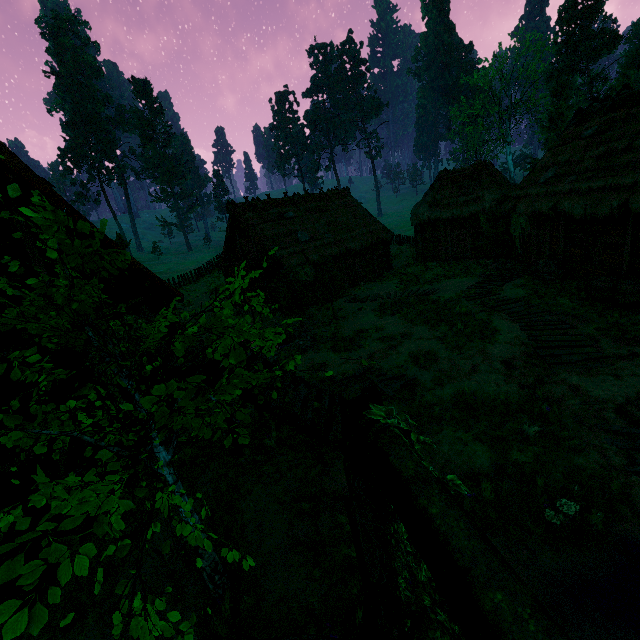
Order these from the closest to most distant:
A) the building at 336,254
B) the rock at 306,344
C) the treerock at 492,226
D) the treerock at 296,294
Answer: the rock at 306,344 → the treerock at 296,294 → the treerock at 492,226 → the building at 336,254

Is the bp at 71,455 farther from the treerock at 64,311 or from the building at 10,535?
the treerock at 64,311

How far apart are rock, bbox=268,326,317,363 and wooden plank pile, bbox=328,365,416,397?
3.7 meters

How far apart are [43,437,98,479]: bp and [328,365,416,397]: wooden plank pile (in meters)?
Result: 5.82

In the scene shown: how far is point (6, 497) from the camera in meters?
4.9

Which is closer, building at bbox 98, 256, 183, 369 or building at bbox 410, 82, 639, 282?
building at bbox 98, 256, 183, 369

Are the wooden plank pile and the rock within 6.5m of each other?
yes

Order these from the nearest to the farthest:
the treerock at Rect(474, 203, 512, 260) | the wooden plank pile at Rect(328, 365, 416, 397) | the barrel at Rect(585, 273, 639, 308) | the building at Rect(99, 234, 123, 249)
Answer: the building at Rect(99, 234, 123, 249) < the wooden plank pile at Rect(328, 365, 416, 397) < the barrel at Rect(585, 273, 639, 308) < the treerock at Rect(474, 203, 512, 260)
